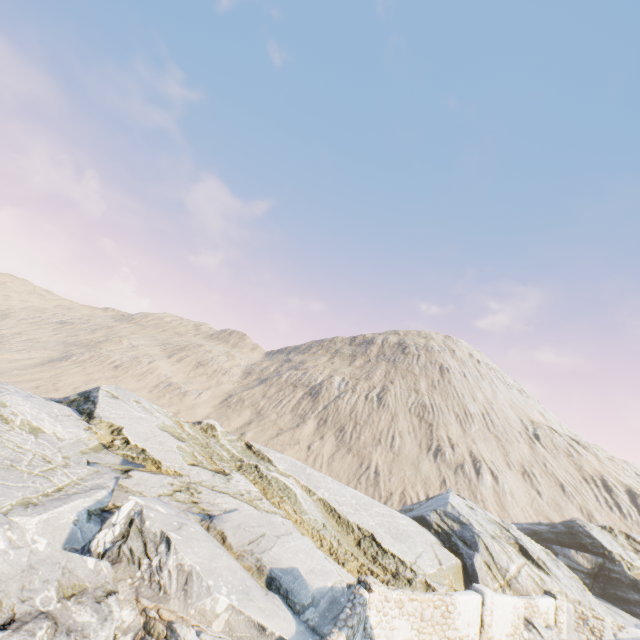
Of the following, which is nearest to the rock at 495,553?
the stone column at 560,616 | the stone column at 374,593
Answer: the stone column at 560,616

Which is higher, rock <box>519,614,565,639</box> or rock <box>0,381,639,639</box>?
rock <box>0,381,639,639</box>

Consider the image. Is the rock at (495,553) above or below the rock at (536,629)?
above

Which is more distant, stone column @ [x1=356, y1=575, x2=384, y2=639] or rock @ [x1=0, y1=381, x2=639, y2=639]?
stone column @ [x1=356, y1=575, x2=384, y2=639]

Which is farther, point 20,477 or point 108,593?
point 20,477

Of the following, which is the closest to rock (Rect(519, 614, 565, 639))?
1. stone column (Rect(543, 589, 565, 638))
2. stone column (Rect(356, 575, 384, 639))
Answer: stone column (Rect(543, 589, 565, 638))

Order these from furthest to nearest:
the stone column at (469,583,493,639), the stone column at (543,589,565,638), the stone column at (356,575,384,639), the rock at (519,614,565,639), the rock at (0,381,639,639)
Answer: the stone column at (543,589,565,638) → the rock at (519,614,565,639) → the stone column at (469,583,493,639) → the stone column at (356,575,384,639) → the rock at (0,381,639,639)
